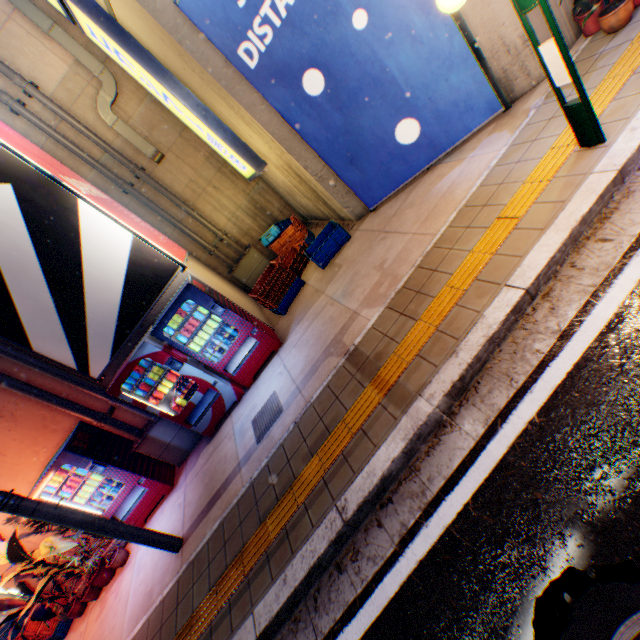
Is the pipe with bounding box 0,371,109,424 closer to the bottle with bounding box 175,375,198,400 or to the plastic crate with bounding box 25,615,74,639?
the bottle with bounding box 175,375,198,400

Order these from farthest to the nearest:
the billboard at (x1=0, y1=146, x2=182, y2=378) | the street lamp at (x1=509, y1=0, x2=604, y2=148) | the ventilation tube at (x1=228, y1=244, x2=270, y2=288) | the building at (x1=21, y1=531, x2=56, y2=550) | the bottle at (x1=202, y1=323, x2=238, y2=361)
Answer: the ventilation tube at (x1=228, y1=244, x2=270, y2=288) → the building at (x1=21, y1=531, x2=56, y2=550) → the bottle at (x1=202, y1=323, x2=238, y2=361) → the billboard at (x1=0, y1=146, x2=182, y2=378) → the street lamp at (x1=509, y1=0, x2=604, y2=148)

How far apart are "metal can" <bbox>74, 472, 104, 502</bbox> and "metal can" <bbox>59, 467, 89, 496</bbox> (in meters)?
0.08

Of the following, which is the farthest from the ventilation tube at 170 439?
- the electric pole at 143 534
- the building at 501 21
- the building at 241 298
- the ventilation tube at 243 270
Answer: the building at 501 21

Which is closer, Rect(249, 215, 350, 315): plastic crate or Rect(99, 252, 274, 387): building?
Rect(99, 252, 274, 387): building

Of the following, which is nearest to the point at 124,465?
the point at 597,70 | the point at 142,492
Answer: the point at 142,492

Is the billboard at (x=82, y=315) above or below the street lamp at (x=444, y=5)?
above

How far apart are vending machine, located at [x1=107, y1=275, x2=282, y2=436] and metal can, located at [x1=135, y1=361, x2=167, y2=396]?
0.0 meters
